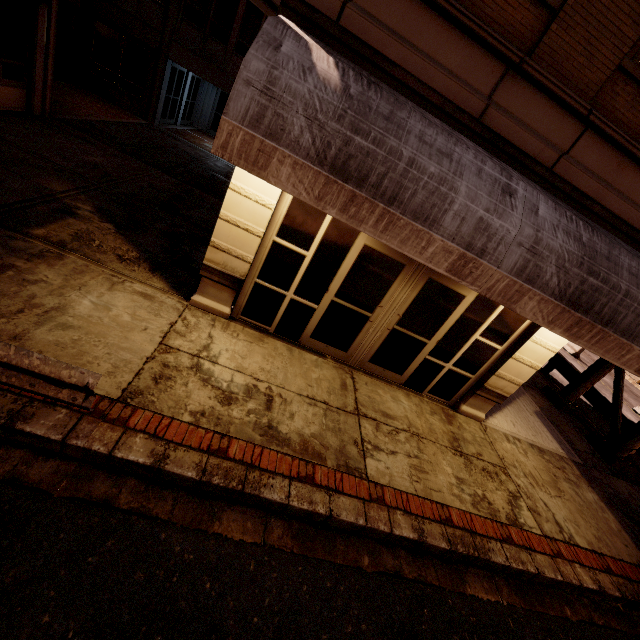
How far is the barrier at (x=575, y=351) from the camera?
20.4 meters

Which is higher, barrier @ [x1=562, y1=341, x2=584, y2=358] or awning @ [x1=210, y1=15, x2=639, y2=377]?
awning @ [x1=210, y1=15, x2=639, y2=377]

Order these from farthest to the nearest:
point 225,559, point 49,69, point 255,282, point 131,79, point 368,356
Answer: point 131,79
point 49,69
point 368,356
point 255,282
point 225,559

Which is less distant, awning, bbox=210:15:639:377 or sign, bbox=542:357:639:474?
awning, bbox=210:15:639:377

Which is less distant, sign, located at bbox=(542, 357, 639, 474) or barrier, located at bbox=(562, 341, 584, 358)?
sign, located at bbox=(542, 357, 639, 474)

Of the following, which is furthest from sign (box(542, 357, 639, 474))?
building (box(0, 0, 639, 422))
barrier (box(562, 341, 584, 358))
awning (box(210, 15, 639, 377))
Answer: barrier (box(562, 341, 584, 358))

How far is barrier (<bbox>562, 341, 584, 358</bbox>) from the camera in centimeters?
2044cm

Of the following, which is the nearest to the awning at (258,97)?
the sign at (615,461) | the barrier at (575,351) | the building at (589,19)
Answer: the building at (589,19)
